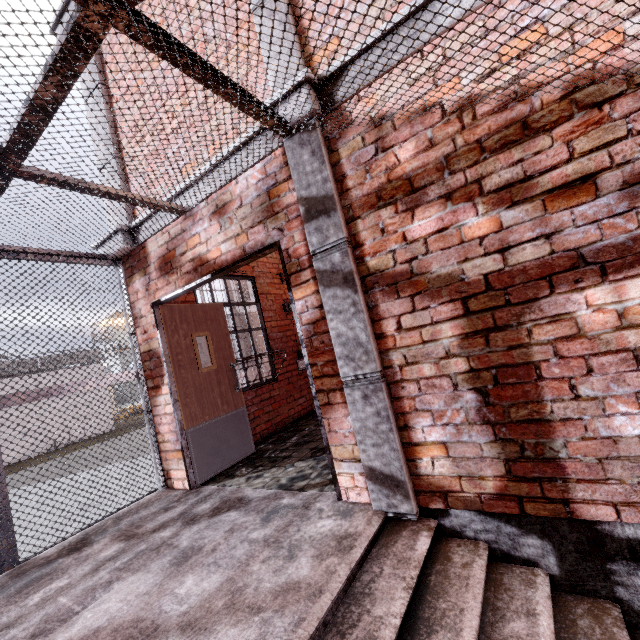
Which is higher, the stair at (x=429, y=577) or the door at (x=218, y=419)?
the door at (x=218, y=419)

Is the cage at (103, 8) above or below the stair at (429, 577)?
above

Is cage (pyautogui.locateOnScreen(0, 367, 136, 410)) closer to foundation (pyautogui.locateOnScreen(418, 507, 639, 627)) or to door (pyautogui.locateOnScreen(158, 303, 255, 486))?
foundation (pyautogui.locateOnScreen(418, 507, 639, 627))

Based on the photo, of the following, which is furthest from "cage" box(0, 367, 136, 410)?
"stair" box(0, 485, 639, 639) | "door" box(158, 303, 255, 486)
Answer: "door" box(158, 303, 255, 486)

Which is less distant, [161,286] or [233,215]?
[233,215]

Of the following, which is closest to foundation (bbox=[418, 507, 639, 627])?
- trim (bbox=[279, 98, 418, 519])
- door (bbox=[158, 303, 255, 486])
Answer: trim (bbox=[279, 98, 418, 519])

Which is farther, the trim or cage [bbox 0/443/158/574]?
cage [bbox 0/443/158/574]

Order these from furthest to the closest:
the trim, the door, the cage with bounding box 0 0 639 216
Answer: the door → the trim → the cage with bounding box 0 0 639 216
